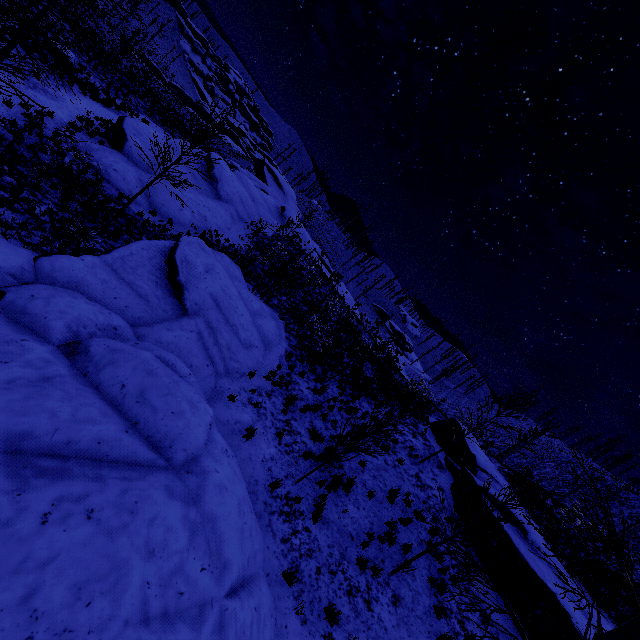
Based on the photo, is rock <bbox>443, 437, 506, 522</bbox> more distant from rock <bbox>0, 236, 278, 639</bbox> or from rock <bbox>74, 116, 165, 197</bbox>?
rock <bbox>74, 116, 165, 197</bbox>

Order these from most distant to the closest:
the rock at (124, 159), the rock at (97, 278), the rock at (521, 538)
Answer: the rock at (124, 159)
the rock at (521, 538)
the rock at (97, 278)

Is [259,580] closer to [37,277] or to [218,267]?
[37,277]

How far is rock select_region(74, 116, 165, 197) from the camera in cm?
1531

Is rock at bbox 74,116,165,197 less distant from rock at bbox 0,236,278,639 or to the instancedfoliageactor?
rock at bbox 0,236,278,639

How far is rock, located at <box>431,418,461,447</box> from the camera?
17.6m

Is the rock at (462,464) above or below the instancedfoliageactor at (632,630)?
below
